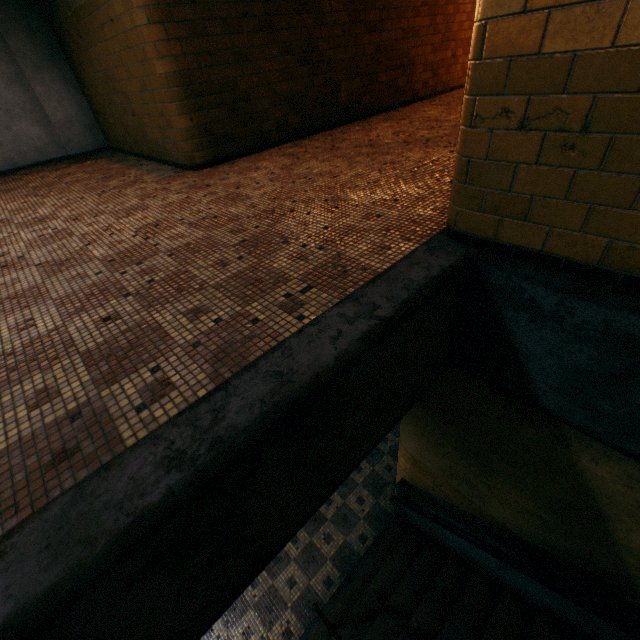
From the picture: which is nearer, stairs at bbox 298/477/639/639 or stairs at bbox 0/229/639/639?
stairs at bbox 0/229/639/639

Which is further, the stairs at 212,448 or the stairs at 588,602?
the stairs at 588,602

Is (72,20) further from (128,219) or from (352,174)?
(352,174)

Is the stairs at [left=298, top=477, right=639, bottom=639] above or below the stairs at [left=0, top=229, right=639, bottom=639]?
below

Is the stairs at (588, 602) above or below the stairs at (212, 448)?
below
